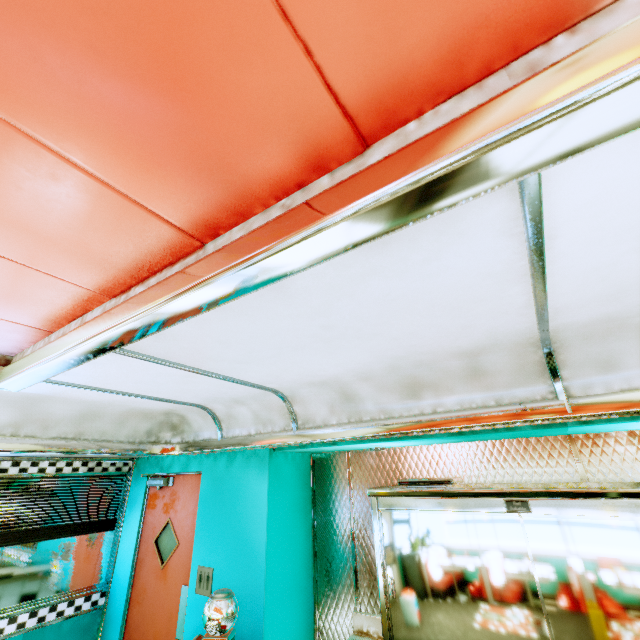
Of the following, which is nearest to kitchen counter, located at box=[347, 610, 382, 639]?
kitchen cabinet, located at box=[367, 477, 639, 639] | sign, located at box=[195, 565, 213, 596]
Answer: kitchen cabinet, located at box=[367, 477, 639, 639]

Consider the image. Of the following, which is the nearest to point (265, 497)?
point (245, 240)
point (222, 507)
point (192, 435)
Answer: point (222, 507)

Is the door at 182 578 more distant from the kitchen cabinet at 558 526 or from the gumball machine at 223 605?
the kitchen cabinet at 558 526

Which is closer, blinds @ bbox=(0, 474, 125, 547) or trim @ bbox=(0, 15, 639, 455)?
trim @ bbox=(0, 15, 639, 455)

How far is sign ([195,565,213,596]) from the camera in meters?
3.0 m

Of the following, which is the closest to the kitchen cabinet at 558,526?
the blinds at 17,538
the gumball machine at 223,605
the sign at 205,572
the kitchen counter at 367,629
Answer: the kitchen counter at 367,629

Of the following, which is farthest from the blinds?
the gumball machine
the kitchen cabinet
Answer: the kitchen cabinet

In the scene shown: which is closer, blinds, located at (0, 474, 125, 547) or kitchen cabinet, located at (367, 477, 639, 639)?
kitchen cabinet, located at (367, 477, 639, 639)
